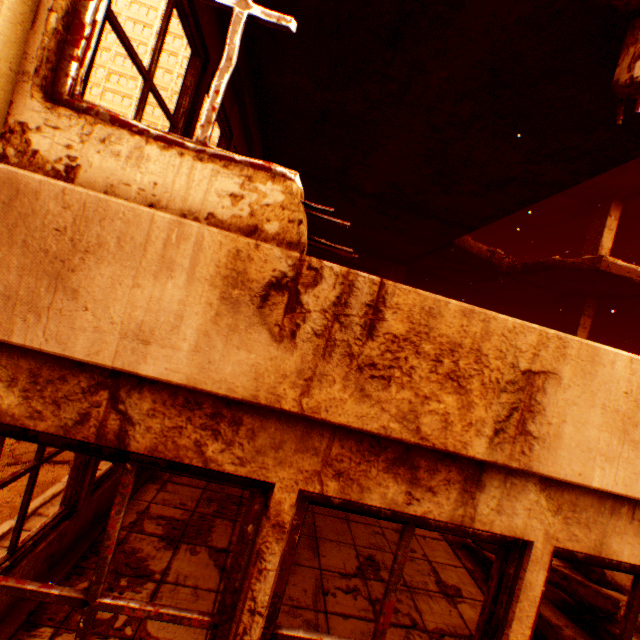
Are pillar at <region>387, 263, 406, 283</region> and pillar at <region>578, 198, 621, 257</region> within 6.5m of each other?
yes

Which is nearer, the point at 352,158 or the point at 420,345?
the point at 420,345

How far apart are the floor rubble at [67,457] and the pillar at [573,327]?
Answer: 19.7m

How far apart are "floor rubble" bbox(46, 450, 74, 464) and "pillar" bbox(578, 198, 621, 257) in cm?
2131

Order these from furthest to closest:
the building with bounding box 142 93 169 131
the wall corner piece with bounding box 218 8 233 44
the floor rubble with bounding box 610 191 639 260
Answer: the building with bounding box 142 93 169 131 → the floor rubble with bounding box 610 191 639 260 → the wall corner piece with bounding box 218 8 233 44

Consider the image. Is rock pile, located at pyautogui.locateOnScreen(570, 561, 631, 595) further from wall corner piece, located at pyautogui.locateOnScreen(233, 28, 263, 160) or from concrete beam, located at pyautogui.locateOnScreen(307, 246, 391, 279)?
concrete beam, located at pyautogui.locateOnScreen(307, 246, 391, 279)

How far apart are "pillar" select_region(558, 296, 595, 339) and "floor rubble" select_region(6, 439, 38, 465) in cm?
1966

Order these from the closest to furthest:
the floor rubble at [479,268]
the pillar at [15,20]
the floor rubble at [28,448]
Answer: the pillar at [15,20]
the floor rubble at [479,268]
the floor rubble at [28,448]
